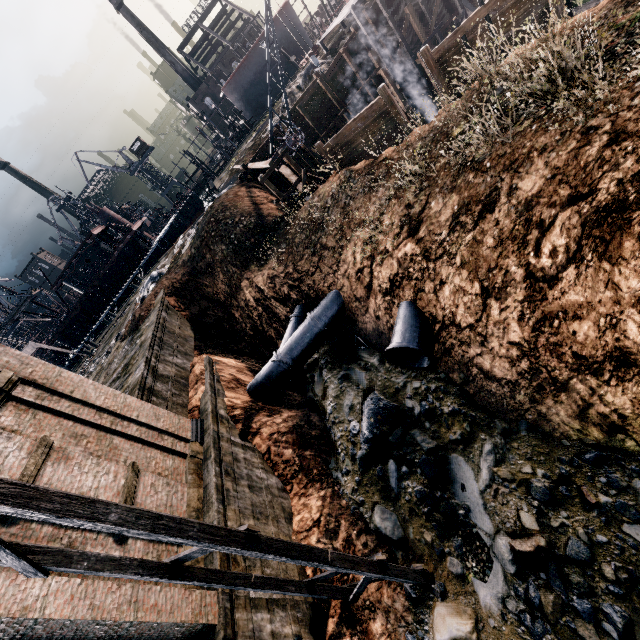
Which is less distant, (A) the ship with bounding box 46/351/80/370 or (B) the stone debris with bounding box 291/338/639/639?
(B) the stone debris with bounding box 291/338/639/639

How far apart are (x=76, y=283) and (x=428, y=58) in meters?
52.6 m

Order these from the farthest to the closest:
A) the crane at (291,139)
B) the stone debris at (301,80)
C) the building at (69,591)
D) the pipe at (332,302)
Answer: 1. the stone debris at (301,80)
2. the crane at (291,139)
3. the pipe at (332,302)
4. the building at (69,591)

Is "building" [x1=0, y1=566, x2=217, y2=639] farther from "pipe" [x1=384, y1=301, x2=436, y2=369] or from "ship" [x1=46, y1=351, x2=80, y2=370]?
"ship" [x1=46, y1=351, x2=80, y2=370]

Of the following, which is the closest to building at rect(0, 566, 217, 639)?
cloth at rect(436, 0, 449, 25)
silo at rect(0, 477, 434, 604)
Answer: silo at rect(0, 477, 434, 604)

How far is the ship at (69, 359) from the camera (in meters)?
48.59

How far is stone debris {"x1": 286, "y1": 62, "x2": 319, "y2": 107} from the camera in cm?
3109

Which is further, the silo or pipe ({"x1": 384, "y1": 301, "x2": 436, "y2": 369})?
pipe ({"x1": 384, "y1": 301, "x2": 436, "y2": 369})
